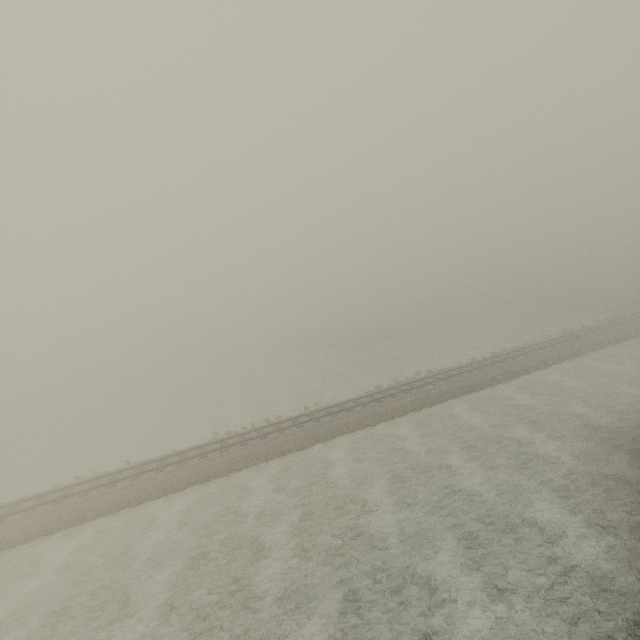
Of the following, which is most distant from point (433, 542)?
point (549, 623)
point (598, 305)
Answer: point (598, 305)
